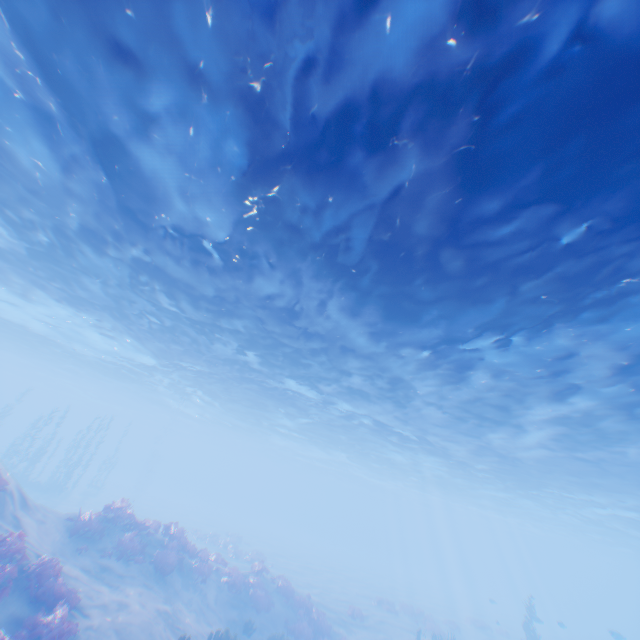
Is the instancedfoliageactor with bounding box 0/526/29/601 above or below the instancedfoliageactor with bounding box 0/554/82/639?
above

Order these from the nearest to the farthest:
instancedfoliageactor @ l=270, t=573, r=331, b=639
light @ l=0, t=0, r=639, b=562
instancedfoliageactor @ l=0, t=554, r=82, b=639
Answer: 1. light @ l=0, t=0, r=639, b=562
2. instancedfoliageactor @ l=0, t=554, r=82, b=639
3. instancedfoliageactor @ l=270, t=573, r=331, b=639

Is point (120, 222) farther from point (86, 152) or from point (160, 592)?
point (160, 592)

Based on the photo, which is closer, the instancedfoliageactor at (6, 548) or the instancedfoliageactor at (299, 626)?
the instancedfoliageactor at (6, 548)

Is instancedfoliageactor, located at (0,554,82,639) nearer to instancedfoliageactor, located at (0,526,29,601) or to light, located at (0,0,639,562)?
instancedfoliageactor, located at (0,526,29,601)

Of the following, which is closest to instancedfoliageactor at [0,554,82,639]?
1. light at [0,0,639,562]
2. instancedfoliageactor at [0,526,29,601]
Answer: instancedfoliageactor at [0,526,29,601]

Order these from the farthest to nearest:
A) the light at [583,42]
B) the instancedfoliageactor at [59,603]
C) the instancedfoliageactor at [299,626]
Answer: the instancedfoliageactor at [299,626], the instancedfoliageactor at [59,603], the light at [583,42]
